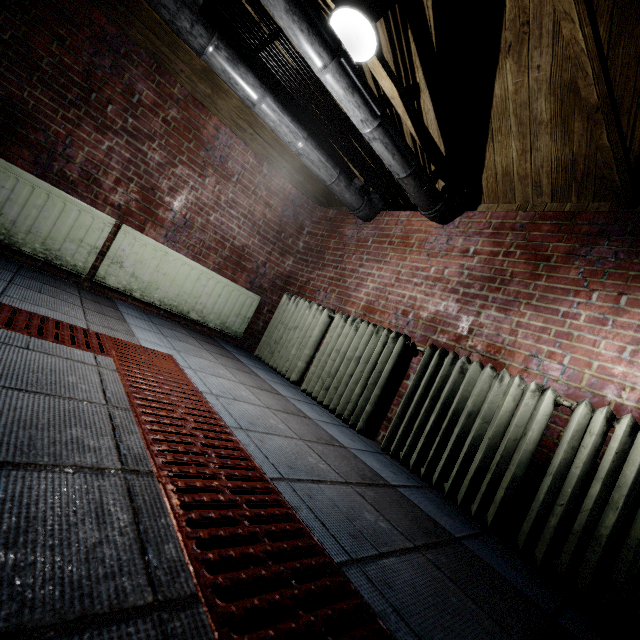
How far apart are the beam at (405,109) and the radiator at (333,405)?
1.3 meters

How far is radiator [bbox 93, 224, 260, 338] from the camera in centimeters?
289cm

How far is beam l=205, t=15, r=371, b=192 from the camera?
2.43m

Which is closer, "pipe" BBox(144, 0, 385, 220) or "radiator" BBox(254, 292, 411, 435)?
"pipe" BBox(144, 0, 385, 220)

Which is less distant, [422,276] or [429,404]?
[429,404]

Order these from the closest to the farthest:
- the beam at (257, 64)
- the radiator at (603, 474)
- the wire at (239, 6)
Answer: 1. the radiator at (603, 474)
2. the wire at (239, 6)
3. the beam at (257, 64)

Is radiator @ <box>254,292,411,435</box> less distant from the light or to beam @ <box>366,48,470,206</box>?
beam @ <box>366,48,470,206</box>

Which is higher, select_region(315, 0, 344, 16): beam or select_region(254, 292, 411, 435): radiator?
select_region(315, 0, 344, 16): beam
